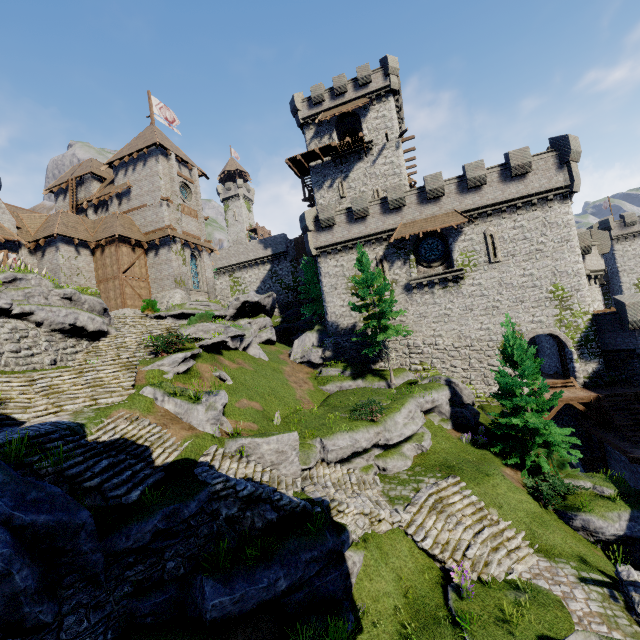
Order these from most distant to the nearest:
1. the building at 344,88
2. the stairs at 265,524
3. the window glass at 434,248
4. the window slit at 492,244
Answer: the building at 344,88 < the window glass at 434,248 < the window slit at 492,244 < the stairs at 265,524

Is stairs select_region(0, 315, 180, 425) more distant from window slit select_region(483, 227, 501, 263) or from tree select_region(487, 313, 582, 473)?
window slit select_region(483, 227, 501, 263)

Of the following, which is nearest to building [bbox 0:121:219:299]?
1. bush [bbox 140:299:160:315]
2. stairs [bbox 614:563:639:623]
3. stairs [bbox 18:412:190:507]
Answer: bush [bbox 140:299:160:315]

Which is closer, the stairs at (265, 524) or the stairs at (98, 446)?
the stairs at (98, 446)

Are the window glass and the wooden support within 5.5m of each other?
no

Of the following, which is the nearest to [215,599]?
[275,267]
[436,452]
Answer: [436,452]

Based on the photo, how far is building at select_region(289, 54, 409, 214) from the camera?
32.3m

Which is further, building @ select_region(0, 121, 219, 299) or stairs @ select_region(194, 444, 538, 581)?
building @ select_region(0, 121, 219, 299)
